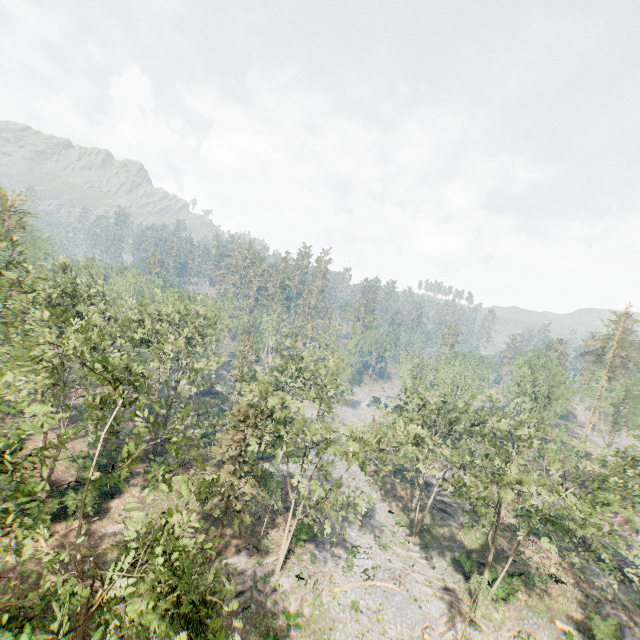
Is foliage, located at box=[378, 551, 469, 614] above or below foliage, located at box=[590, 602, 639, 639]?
below

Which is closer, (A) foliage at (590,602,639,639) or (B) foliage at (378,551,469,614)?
(A) foliage at (590,602,639,639)

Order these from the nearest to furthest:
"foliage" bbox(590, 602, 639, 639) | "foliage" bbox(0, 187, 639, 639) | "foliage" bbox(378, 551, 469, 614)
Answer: "foliage" bbox(0, 187, 639, 639) < "foliage" bbox(590, 602, 639, 639) < "foliage" bbox(378, 551, 469, 614)

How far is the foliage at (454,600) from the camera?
29.59m

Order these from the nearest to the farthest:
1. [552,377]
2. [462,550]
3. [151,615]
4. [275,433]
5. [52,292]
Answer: [151,615]
[275,433]
[52,292]
[462,550]
[552,377]

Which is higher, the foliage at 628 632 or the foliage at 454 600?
the foliage at 628 632
